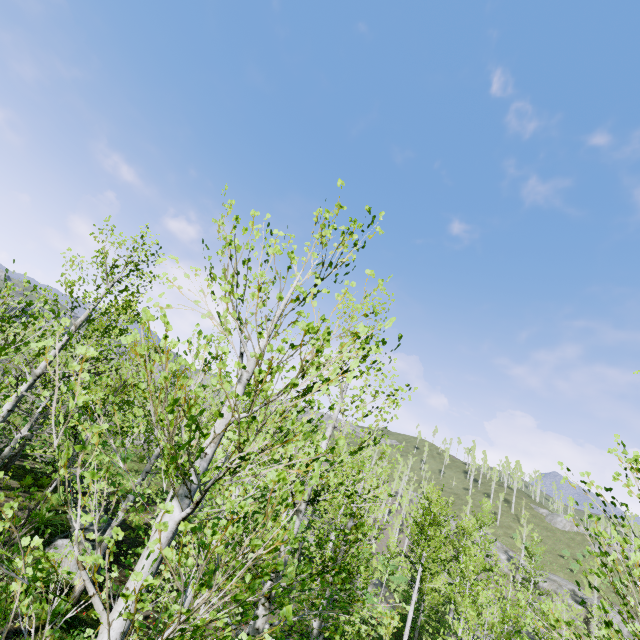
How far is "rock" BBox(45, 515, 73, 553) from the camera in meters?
11.1

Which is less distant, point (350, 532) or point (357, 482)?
point (350, 532)

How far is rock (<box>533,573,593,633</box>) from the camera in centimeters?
4172cm

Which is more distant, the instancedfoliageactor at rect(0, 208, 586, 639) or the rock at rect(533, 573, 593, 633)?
the rock at rect(533, 573, 593, 633)

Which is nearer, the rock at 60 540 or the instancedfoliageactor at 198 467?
the instancedfoliageactor at 198 467

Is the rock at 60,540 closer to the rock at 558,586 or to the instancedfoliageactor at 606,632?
the instancedfoliageactor at 606,632

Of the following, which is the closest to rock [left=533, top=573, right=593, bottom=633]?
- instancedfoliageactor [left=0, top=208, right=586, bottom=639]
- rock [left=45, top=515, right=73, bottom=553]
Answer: instancedfoliageactor [left=0, top=208, right=586, bottom=639]
